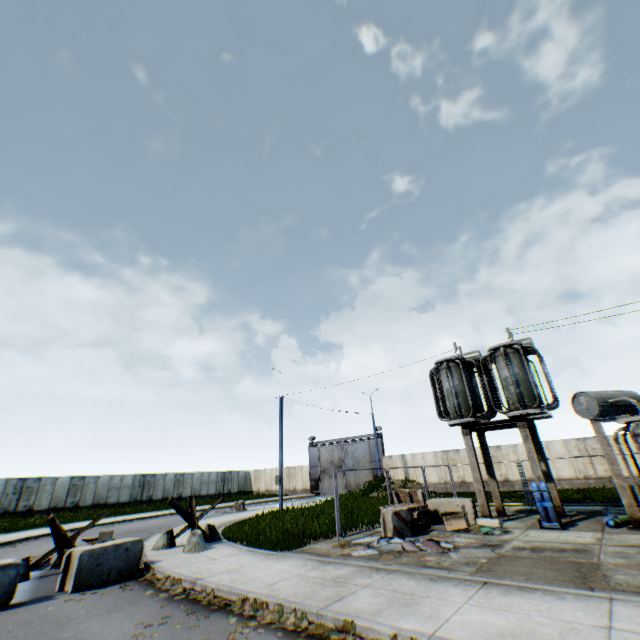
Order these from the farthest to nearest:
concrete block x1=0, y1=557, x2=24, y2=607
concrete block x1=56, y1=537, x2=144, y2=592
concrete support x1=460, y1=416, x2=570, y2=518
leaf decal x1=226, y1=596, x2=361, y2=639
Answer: concrete support x1=460, y1=416, x2=570, y2=518 < concrete block x1=56, y1=537, x2=144, y2=592 < concrete block x1=0, y1=557, x2=24, y2=607 < leaf decal x1=226, y1=596, x2=361, y2=639

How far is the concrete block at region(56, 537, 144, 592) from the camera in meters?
8.0 m

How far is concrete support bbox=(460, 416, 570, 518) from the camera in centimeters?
1208cm

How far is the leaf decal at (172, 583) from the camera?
7.28m

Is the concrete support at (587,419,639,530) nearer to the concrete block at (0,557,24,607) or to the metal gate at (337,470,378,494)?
the concrete block at (0,557,24,607)

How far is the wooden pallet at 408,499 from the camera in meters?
11.4 m

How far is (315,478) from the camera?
40.8m

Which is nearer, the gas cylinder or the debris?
the gas cylinder
